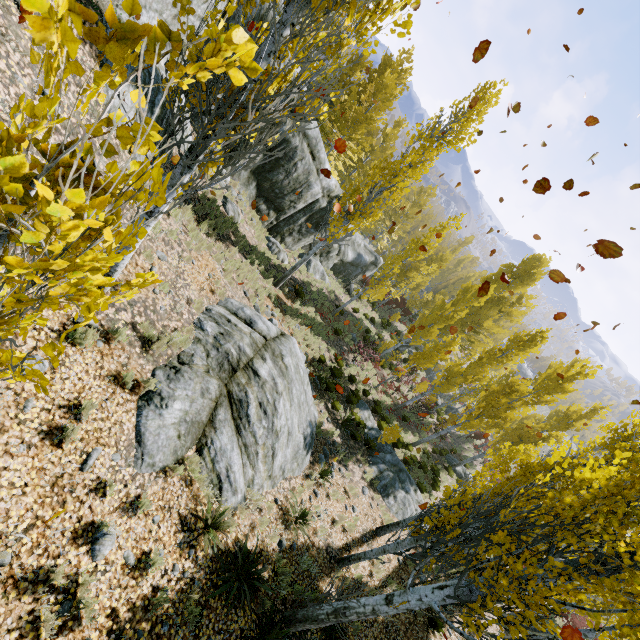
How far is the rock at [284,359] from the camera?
5.90m

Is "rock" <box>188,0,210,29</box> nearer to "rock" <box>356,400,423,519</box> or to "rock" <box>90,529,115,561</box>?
"rock" <box>90,529,115,561</box>

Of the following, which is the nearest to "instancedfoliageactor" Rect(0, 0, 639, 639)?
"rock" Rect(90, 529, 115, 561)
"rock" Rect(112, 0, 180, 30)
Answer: "rock" Rect(112, 0, 180, 30)

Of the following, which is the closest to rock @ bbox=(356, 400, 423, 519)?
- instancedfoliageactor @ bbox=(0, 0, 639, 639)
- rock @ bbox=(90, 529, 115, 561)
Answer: instancedfoliageactor @ bbox=(0, 0, 639, 639)

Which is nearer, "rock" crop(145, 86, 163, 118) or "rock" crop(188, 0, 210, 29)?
"rock" crop(145, 86, 163, 118)

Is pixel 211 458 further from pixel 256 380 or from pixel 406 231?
pixel 406 231

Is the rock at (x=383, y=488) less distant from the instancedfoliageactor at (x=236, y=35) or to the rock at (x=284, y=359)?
the instancedfoliageactor at (x=236, y=35)

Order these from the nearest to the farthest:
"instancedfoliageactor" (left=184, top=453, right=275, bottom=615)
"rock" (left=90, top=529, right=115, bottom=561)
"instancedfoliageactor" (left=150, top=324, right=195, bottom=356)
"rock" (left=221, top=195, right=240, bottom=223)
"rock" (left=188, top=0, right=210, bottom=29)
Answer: "rock" (left=90, top=529, right=115, bottom=561) < "instancedfoliageactor" (left=184, top=453, right=275, bottom=615) < "instancedfoliageactor" (left=150, top=324, right=195, bottom=356) < "rock" (left=188, top=0, right=210, bottom=29) < "rock" (left=221, top=195, right=240, bottom=223)
